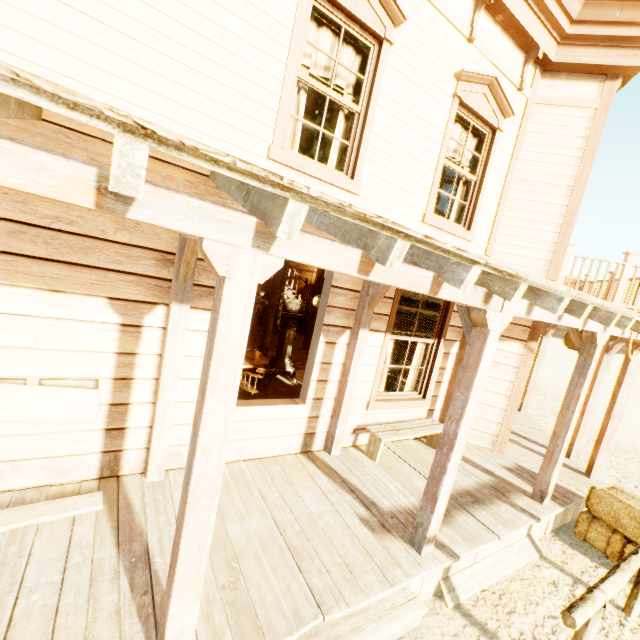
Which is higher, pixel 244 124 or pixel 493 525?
pixel 244 124

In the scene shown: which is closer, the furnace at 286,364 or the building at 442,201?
the furnace at 286,364

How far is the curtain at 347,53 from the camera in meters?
3.9 m

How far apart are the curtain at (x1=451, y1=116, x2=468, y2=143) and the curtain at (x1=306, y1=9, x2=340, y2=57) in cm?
150

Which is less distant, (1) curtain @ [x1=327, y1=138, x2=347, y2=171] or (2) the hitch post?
(2) the hitch post

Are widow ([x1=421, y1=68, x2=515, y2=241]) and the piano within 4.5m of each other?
no

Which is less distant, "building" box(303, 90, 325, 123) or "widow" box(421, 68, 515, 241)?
"widow" box(421, 68, 515, 241)

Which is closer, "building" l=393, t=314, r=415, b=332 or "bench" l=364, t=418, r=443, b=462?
"bench" l=364, t=418, r=443, b=462
